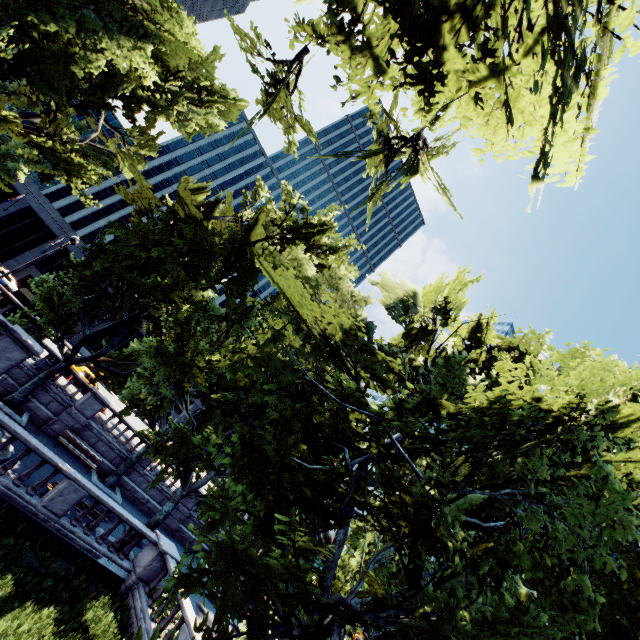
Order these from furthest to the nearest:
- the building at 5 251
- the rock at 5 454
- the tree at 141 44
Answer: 1. the building at 5 251
2. the rock at 5 454
3. the tree at 141 44

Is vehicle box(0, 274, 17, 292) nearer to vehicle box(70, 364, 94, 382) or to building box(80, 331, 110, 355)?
building box(80, 331, 110, 355)

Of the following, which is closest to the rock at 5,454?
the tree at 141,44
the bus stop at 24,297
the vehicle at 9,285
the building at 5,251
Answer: the tree at 141,44

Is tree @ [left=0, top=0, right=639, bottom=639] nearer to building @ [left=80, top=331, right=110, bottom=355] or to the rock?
the rock

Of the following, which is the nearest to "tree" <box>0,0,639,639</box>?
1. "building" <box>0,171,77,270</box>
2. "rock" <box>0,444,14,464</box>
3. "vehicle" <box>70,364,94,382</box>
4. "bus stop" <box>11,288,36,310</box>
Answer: "bus stop" <box>11,288,36,310</box>

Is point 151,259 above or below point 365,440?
above

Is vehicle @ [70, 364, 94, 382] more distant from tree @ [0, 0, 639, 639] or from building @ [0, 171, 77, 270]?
building @ [0, 171, 77, 270]

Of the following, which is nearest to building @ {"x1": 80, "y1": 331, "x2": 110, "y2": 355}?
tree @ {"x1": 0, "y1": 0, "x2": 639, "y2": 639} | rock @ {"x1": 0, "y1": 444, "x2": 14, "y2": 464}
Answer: tree @ {"x1": 0, "y1": 0, "x2": 639, "y2": 639}
